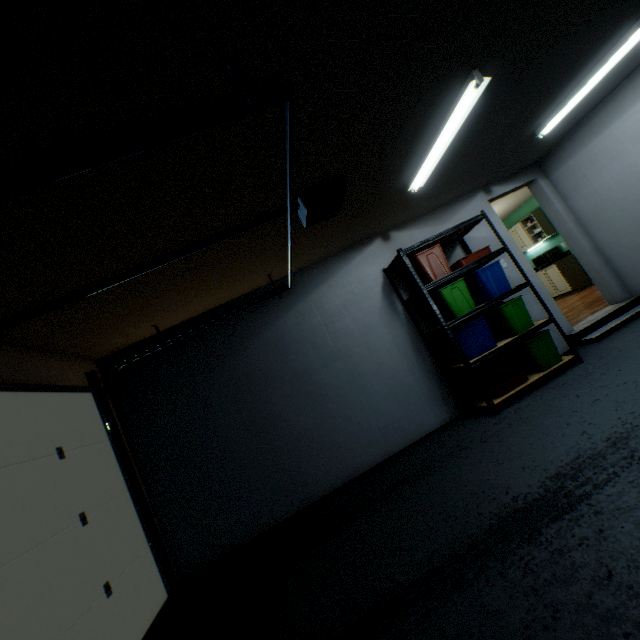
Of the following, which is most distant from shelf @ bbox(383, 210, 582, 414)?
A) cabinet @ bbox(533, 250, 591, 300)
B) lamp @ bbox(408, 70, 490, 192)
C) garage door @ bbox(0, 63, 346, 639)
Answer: cabinet @ bbox(533, 250, 591, 300)

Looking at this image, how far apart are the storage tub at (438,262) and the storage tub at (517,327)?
0.60m

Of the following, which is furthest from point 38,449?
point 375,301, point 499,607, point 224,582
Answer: point 375,301

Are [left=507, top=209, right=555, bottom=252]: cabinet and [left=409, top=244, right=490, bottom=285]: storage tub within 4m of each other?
no

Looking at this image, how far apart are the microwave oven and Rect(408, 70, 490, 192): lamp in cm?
626

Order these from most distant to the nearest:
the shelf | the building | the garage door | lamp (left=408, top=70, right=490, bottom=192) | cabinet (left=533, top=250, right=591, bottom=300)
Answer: cabinet (left=533, top=250, right=591, bottom=300) < the building < the shelf < lamp (left=408, top=70, right=490, bottom=192) < the garage door

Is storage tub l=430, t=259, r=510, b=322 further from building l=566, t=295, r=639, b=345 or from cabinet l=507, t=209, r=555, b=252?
cabinet l=507, t=209, r=555, b=252

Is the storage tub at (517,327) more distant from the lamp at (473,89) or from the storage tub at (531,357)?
the lamp at (473,89)
